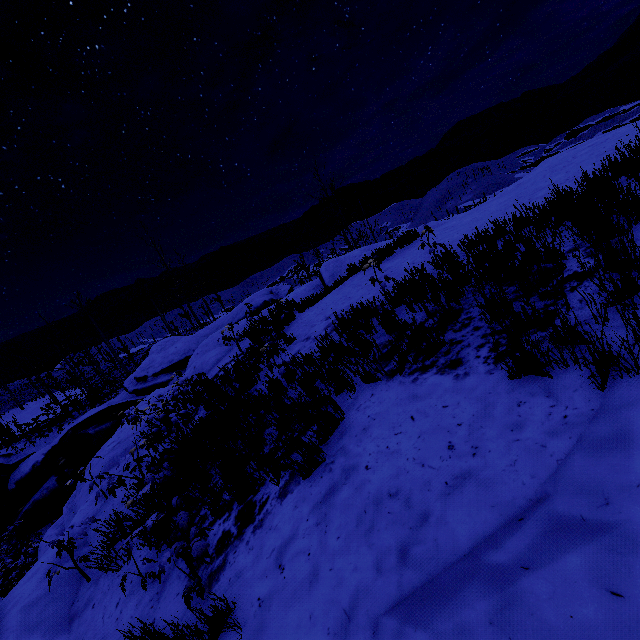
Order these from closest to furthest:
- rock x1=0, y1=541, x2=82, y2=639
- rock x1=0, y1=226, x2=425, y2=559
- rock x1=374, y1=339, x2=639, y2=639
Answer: rock x1=374, y1=339, x2=639, y2=639 → rock x1=0, y1=541, x2=82, y2=639 → rock x1=0, y1=226, x2=425, y2=559

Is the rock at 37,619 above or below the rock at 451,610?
below

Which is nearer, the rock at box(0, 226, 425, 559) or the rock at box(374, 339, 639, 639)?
the rock at box(374, 339, 639, 639)

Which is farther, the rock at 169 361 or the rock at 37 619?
the rock at 169 361

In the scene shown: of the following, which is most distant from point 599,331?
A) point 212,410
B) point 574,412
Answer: point 212,410

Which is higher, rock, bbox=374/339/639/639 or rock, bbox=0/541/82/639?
rock, bbox=374/339/639/639
